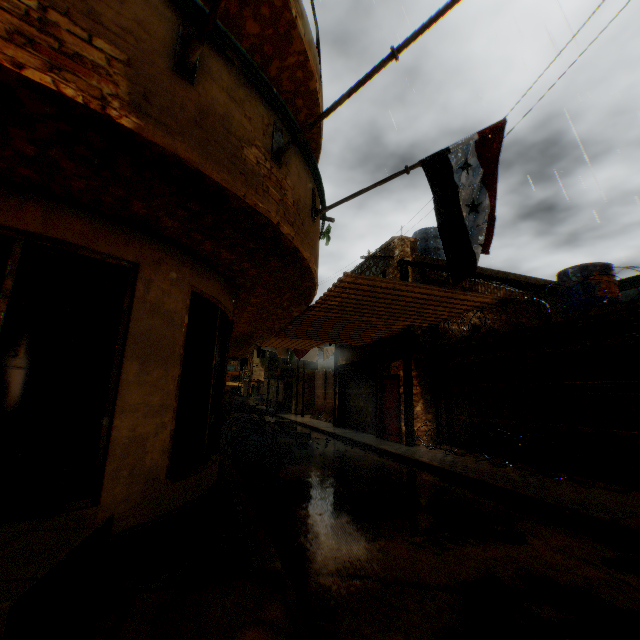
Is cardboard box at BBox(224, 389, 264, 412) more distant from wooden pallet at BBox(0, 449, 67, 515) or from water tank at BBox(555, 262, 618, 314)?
wooden pallet at BBox(0, 449, 67, 515)

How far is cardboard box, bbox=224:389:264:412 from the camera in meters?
13.9

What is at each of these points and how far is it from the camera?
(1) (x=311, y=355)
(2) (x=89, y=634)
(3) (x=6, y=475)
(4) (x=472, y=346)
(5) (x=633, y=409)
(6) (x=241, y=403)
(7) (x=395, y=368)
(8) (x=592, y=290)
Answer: (1) clothes, 17.2m
(2) wooden pallet, 1.3m
(3) wooden pallet, 2.4m
(4) wooden beam, 10.6m
(5) wooden gate, 6.5m
(6) cardboard box, 14.6m
(7) building, 12.5m
(8) water tank, 10.9m

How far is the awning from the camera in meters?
11.9 m

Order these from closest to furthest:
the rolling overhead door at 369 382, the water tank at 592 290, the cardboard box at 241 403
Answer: the water tank at 592 290
the cardboard box at 241 403
the rolling overhead door at 369 382

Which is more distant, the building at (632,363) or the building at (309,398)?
the building at (309,398)

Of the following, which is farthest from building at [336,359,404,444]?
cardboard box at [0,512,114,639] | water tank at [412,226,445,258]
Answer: water tank at [412,226,445,258]

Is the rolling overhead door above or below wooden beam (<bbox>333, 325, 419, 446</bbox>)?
below
